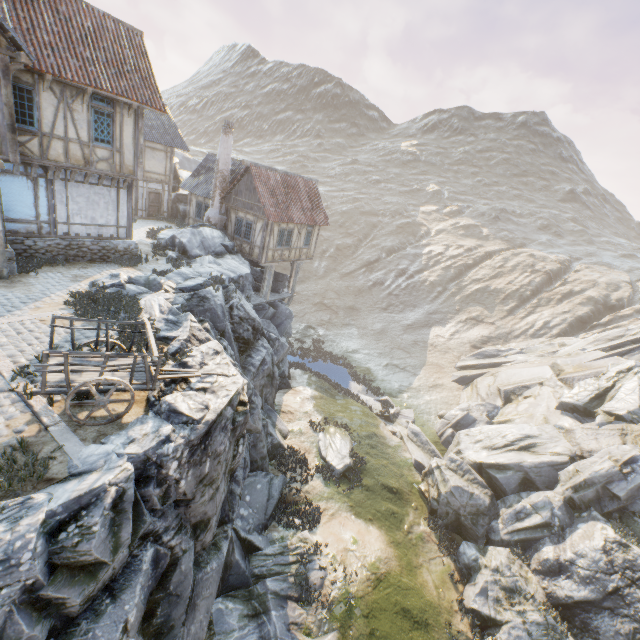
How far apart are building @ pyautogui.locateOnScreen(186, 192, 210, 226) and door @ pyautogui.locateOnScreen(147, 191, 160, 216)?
2.9 meters

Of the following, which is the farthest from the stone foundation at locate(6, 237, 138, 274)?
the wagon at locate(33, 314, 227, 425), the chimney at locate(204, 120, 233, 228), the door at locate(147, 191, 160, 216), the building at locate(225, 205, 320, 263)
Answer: the door at locate(147, 191, 160, 216)

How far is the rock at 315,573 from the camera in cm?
1138

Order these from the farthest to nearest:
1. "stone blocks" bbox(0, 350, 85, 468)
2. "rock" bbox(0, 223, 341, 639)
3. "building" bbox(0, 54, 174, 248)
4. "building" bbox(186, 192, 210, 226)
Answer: "building" bbox(186, 192, 210, 226) < "building" bbox(0, 54, 174, 248) < "stone blocks" bbox(0, 350, 85, 468) < "rock" bbox(0, 223, 341, 639)

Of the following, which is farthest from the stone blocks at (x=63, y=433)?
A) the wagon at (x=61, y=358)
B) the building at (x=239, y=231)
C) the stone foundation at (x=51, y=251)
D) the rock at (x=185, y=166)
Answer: the building at (x=239, y=231)

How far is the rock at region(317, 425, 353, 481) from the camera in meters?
17.1 m

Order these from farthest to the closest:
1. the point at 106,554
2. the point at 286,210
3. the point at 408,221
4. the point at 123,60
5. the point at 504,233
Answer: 1. the point at 408,221
2. the point at 504,233
3. the point at 286,210
4. the point at 123,60
5. the point at 106,554

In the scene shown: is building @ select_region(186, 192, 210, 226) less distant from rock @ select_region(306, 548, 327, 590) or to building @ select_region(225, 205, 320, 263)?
rock @ select_region(306, 548, 327, 590)
